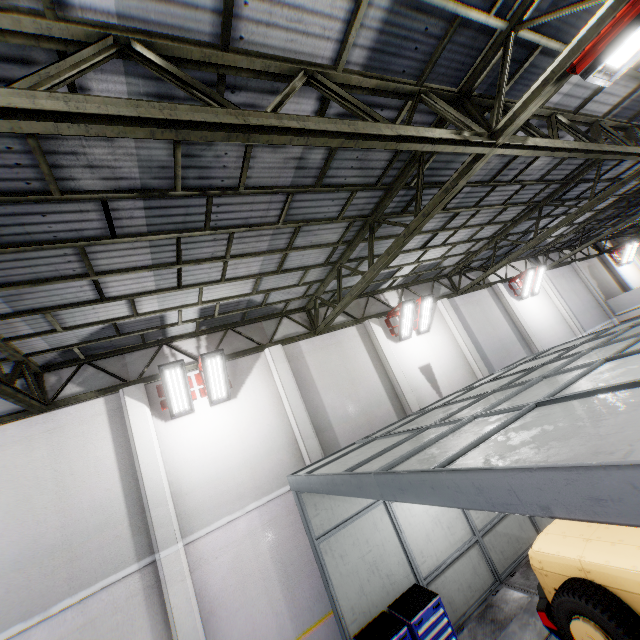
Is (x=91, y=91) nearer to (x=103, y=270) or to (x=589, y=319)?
(x=103, y=270)

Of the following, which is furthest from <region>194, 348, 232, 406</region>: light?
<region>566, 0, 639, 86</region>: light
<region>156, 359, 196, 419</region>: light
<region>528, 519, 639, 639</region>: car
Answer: <region>566, 0, 639, 86</region>: light

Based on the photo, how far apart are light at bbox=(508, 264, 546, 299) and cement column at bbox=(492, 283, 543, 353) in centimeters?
68cm

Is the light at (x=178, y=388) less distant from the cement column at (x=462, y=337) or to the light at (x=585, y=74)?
the light at (x=585, y=74)

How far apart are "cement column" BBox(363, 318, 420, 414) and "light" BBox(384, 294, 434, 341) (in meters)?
0.38

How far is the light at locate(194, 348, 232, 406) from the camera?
8.4m

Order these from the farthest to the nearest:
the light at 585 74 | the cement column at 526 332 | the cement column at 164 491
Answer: the cement column at 526 332 → the cement column at 164 491 → the light at 585 74

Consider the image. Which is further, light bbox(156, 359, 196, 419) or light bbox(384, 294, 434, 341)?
light bbox(384, 294, 434, 341)
